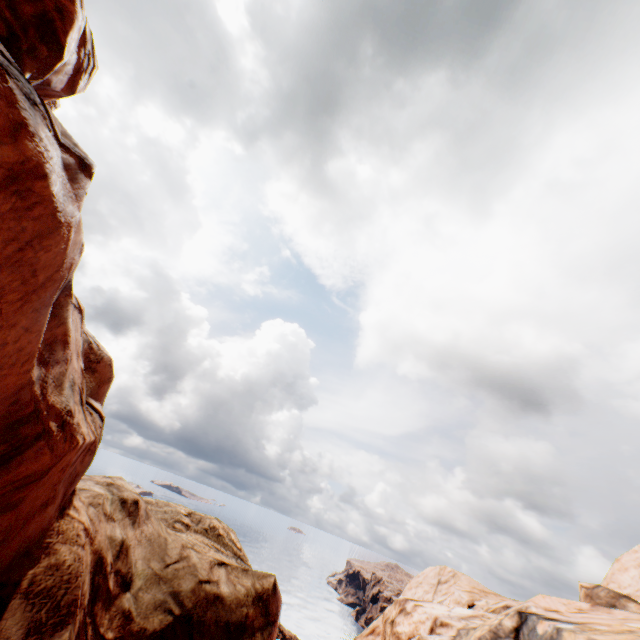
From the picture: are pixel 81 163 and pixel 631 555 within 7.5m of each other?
no

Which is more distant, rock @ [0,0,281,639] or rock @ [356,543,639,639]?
rock @ [356,543,639,639]

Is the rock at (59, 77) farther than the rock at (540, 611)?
No
